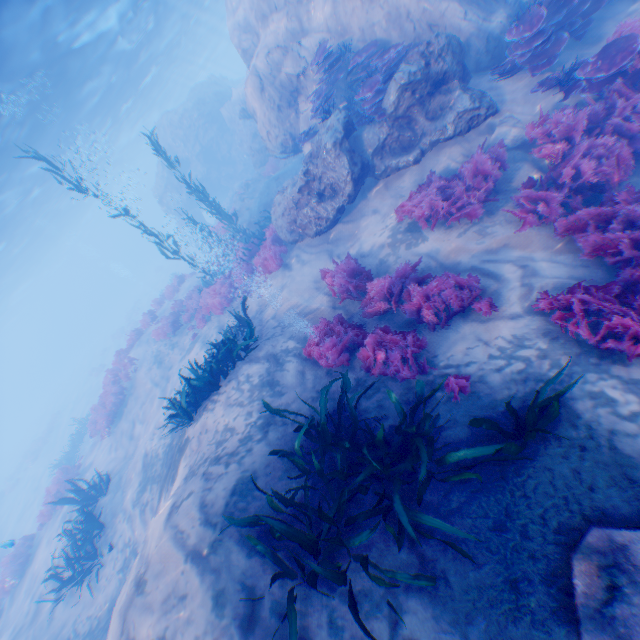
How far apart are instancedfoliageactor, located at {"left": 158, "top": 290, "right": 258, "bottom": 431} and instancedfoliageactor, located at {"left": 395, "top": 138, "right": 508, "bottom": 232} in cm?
566

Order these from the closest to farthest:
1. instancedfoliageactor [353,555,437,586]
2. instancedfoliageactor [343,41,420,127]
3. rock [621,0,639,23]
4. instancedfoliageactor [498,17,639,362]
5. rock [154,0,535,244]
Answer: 1. instancedfoliageactor [353,555,437,586]
2. instancedfoliageactor [498,17,639,362]
3. rock [621,0,639,23]
4. rock [154,0,535,244]
5. instancedfoliageactor [343,41,420,127]

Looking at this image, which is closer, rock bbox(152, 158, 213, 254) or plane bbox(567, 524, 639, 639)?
plane bbox(567, 524, 639, 639)

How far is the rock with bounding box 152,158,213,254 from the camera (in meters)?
28.69

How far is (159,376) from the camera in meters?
14.9 m

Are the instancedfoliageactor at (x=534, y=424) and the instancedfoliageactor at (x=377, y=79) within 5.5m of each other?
no

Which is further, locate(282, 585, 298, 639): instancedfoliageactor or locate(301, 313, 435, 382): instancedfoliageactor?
locate(301, 313, 435, 382): instancedfoliageactor

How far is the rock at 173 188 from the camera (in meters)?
28.69
